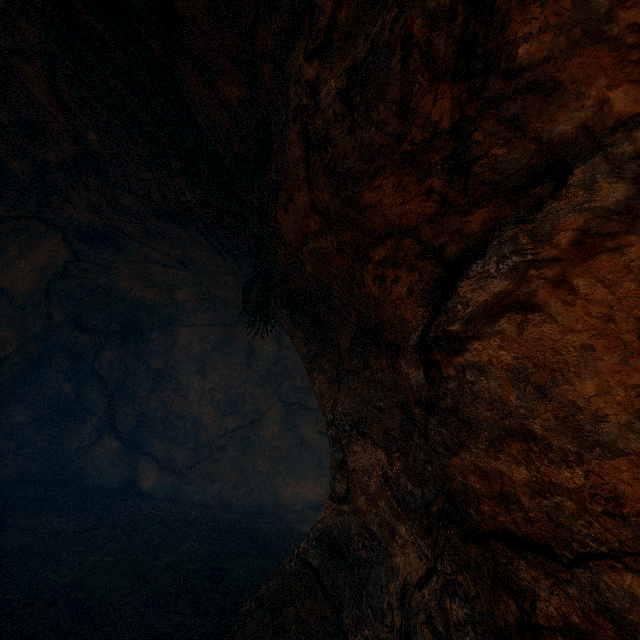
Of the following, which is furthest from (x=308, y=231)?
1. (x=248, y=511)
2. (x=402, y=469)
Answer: (x=248, y=511)
